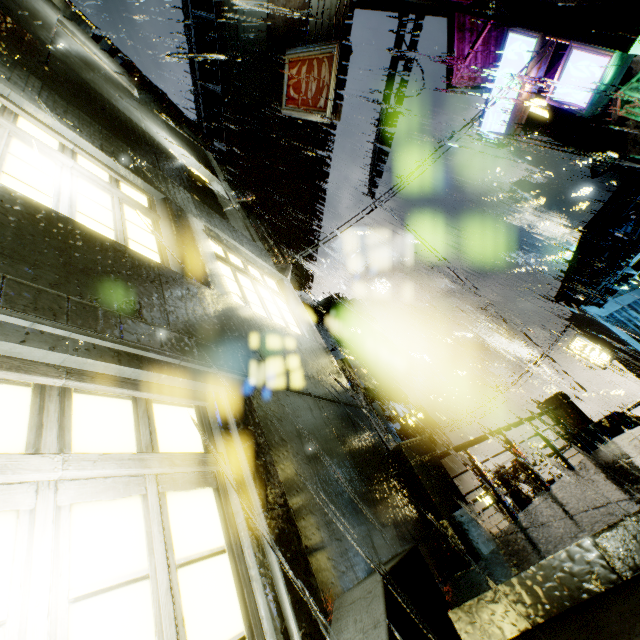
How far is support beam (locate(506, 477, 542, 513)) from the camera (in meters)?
9.73

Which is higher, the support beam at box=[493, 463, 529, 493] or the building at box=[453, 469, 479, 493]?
the building at box=[453, 469, 479, 493]

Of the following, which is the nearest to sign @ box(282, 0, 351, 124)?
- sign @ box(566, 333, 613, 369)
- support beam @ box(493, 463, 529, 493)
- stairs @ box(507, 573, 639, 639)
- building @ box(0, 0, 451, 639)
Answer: building @ box(0, 0, 451, 639)

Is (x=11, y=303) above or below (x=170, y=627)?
above

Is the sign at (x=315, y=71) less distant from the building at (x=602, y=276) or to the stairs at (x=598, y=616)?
the building at (x=602, y=276)

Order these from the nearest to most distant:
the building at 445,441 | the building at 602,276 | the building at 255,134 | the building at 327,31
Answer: the building at 255,134
the building at 602,276
the building at 327,31
the building at 445,441

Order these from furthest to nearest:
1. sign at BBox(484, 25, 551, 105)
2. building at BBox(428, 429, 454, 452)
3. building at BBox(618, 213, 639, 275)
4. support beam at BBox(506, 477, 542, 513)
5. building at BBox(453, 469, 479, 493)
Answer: building at BBox(453, 469, 479, 493) → building at BBox(428, 429, 454, 452) → building at BBox(618, 213, 639, 275) → sign at BBox(484, 25, 551, 105) → support beam at BBox(506, 477, 542, 513)

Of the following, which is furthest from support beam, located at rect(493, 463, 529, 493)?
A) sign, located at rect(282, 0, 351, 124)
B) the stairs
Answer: sign, located at rect(282, 0, 351, 124)
